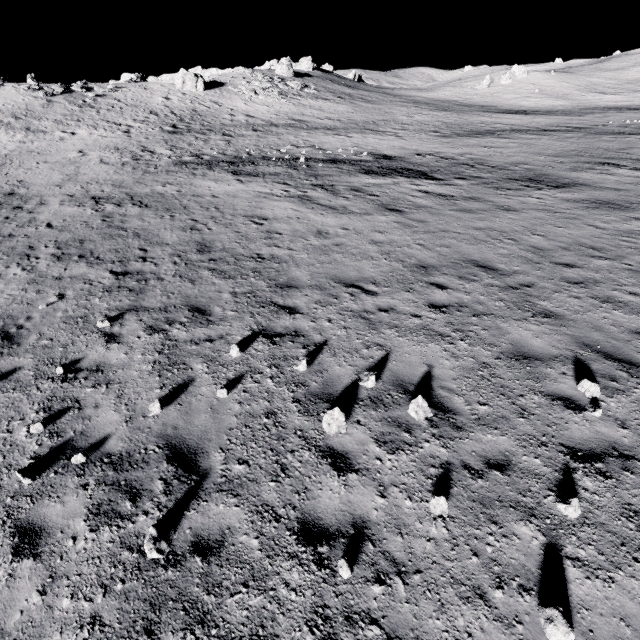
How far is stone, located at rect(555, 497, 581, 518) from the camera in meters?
4.1

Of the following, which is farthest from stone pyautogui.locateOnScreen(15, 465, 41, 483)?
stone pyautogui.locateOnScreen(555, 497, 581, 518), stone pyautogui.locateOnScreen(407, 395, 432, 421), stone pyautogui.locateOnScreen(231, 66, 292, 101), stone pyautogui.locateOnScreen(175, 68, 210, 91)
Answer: stone pyautogui.locateOnScreen(231, 66, 292, 101)

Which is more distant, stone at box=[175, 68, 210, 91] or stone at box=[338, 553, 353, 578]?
stone at box=[175, 68, 210, 91]

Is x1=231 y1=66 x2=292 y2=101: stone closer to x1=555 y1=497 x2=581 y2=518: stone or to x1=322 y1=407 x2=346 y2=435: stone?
x1=322 y1=407 x2=346 y2=435: stone

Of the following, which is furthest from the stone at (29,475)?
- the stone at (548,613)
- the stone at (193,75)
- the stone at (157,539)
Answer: the stone at (193,75)

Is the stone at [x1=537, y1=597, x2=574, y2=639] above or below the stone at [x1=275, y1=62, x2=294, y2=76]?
below

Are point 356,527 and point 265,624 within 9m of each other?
yes

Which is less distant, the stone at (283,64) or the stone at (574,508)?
the stone at (574,508)
